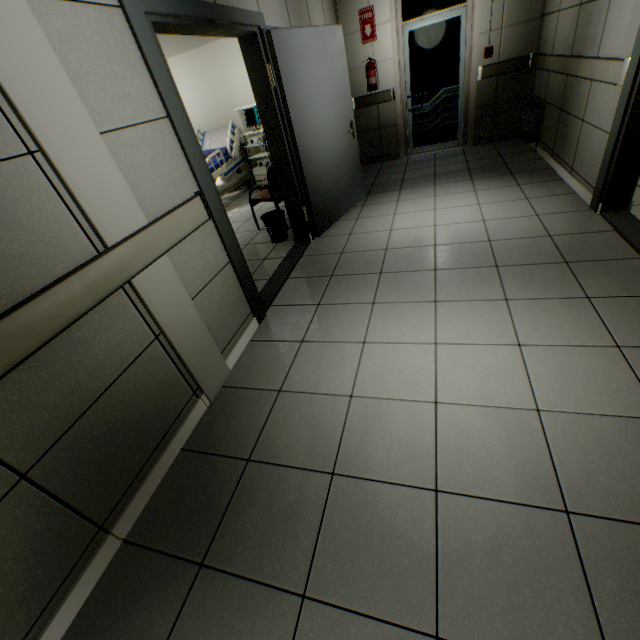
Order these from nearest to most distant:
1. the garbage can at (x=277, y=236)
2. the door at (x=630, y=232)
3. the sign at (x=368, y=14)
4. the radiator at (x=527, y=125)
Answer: the door at (x=630, y=232) < the garbage can at (x=277, y=236) < the radiator at (x=527, y=125) < the sign at (x=368, y=14)

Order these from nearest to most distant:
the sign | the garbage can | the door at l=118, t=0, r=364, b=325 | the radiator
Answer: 1. the door at l=118, t=0, r=364, b=325
2. the garbage can
3. the radiator
4. the sign

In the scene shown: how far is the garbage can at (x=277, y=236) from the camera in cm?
412

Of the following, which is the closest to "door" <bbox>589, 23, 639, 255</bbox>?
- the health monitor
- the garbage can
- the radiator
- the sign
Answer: the radiator

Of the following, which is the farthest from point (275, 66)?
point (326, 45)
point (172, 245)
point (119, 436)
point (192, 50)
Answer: point (192, 50)

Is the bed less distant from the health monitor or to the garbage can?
the health monitor

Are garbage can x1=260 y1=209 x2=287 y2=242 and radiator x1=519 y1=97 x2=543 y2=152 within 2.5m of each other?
no

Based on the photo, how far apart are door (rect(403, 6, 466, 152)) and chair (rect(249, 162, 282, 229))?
3.1m
